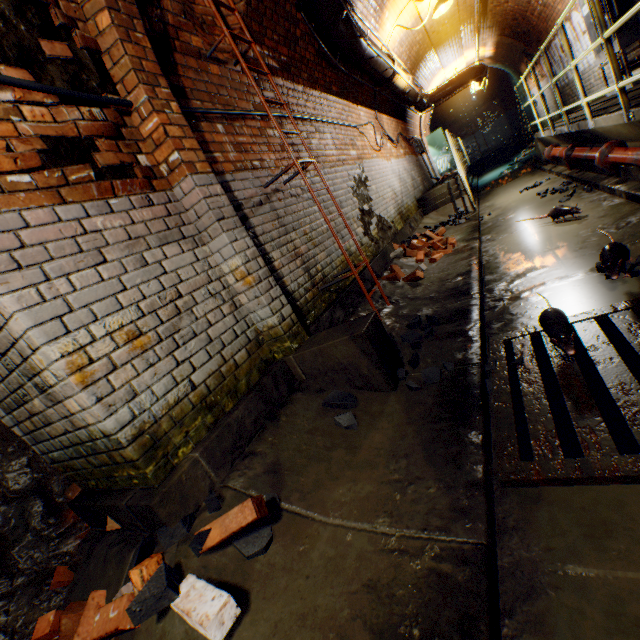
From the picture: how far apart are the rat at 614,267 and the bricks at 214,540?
2.73m

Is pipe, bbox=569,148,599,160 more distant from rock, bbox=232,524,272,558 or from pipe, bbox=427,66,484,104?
pipe, bbox=427,66,484,104

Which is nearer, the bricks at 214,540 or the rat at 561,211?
the bricks at 214,540

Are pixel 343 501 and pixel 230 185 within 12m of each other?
yes

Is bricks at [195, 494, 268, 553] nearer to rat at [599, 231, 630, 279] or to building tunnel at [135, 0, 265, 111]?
building tunnel at [135, 0, 265, 111]

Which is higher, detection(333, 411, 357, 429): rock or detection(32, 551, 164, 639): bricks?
detection(32, 551, 164, 639): bricks

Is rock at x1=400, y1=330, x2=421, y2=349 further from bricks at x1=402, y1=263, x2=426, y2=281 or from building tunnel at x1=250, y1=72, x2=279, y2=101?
bricks at x1=402, y1=263, x2=426, y2=281

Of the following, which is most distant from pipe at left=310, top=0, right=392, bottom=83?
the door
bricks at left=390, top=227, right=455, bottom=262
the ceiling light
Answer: the door
